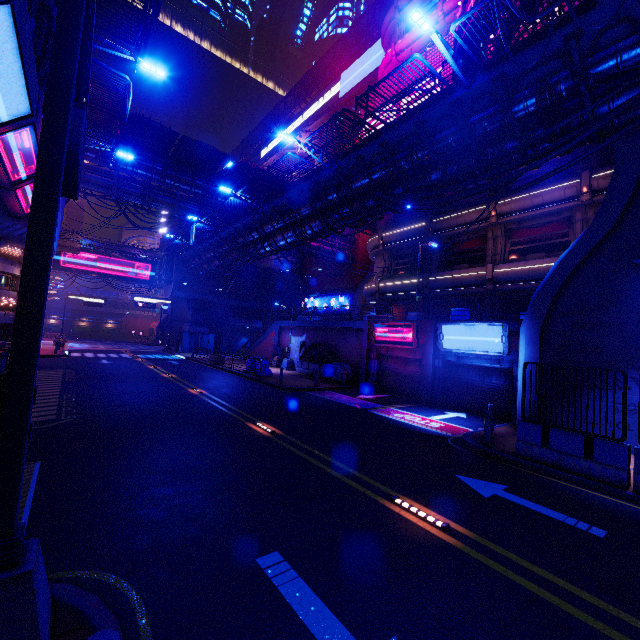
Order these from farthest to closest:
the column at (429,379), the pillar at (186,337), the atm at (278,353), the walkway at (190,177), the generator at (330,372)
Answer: the pillar at (186,337) → the atm at (278,353) → the walkway at (190,177) → the generator at (330,372) → the column at (429,379)

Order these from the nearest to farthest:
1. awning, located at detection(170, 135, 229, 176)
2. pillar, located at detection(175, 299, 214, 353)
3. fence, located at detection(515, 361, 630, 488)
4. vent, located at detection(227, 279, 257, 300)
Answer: fence, located at detection(515, 361, 630, 488) → awning, located at detection(170, 135, 229, 176) → pillar, located at detection(175, 299, 214, 353) → vent, located at detection(227, 279, 257, 300)

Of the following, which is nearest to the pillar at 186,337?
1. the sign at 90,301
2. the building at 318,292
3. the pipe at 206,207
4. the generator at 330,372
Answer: the pipe at 206,207

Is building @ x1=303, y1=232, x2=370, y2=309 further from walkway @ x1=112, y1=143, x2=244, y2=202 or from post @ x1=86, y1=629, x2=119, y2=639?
post @ x1=86, y1=629, x2=119, y2=639

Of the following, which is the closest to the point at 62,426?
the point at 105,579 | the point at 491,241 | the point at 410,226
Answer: the point at 105,579

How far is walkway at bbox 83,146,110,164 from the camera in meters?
26.4

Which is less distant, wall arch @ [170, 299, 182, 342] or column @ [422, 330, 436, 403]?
column @ [422, 330, 436, 403]

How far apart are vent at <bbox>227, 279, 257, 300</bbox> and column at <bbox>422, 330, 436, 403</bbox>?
33.0 meters
